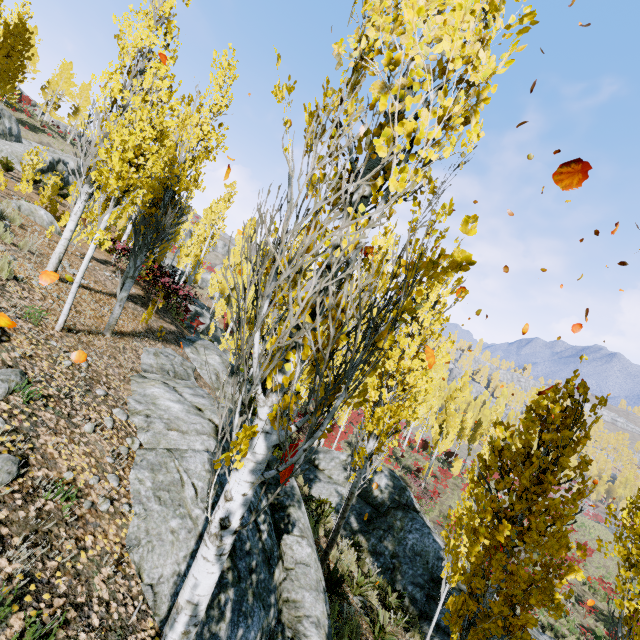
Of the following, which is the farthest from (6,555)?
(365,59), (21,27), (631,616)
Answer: (21,27)

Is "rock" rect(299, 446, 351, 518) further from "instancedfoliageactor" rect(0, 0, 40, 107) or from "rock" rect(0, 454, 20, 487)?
"rock" rect(0, 454, 20, 487)

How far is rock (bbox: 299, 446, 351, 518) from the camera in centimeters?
1355cm

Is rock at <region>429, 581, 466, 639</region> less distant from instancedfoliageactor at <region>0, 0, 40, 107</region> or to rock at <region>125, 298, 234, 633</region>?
instancedfoliageactor at <region>0, 0, 40, 107</region>

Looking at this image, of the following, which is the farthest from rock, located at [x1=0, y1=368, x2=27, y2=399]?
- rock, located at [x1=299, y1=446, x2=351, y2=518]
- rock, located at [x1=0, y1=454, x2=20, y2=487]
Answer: rock, located at [x1=299, y1=446, x2=351, y2=518]

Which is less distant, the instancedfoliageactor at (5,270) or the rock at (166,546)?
the rock at (166,546)

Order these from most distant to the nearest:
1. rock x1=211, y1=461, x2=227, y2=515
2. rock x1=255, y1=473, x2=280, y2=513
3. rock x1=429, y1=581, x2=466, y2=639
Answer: rock x1=429, y1=581, x2=466, y2=639
rock x1=255, y1=473, x2=280, y2=513
rock x1=211, y1=461, x2=227, y2=515

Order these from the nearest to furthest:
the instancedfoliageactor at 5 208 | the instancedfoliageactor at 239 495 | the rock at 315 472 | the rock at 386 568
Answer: the instancedfoliageactor at 239 495
the instancedfoliageactor at 5 208
the rock at 386 568
the rock at 315 472
